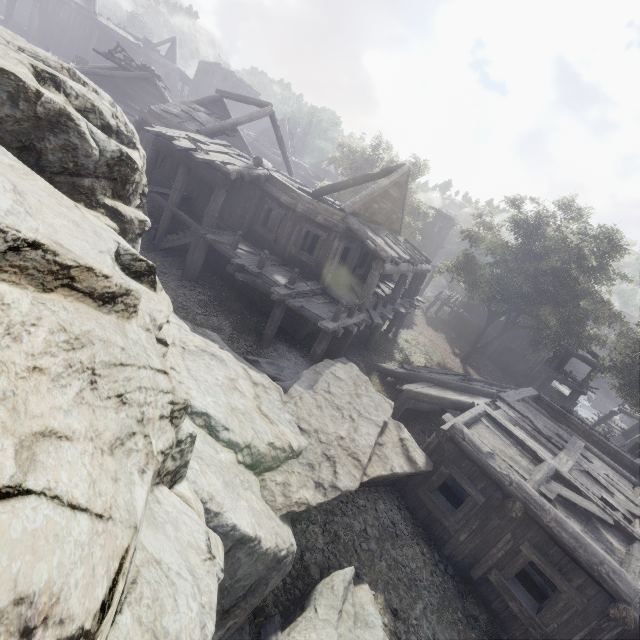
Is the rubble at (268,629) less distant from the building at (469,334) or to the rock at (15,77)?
the rock at (15,77)

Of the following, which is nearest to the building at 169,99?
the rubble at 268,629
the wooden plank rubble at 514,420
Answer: the wooden plank rubble at 514,420

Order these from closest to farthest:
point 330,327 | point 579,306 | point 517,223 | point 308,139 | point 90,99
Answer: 1. point 90,99
2. point 330,327
3. point 579,306
4. point 517,223
5. point 308,139

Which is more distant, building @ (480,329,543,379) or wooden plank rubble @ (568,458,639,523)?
building @ (480,329,543,379)

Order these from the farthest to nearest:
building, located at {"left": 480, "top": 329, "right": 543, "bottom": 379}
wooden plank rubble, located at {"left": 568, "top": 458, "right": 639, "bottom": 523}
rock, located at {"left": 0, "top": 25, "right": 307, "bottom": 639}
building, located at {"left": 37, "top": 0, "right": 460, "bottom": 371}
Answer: building, located at {"left": 480, "top": 329, "right": 543, "bottom": 379} < building, located at {"left": 37, "top": 0, "right": 460, "bottom": 371} < wooden plank rubble, located at {"left": 568, "top": 458, "right": 639, "bottom": 523} < rock, located at {"left": 0, "top": 25, "right": 307, "bottom": 639}

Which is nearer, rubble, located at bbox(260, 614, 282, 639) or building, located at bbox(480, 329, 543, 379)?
rubble, located at bbox(260, 614, 282, 639)

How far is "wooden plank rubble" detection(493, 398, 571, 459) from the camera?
10.2 meters

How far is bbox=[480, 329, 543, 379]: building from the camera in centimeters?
2776cm
